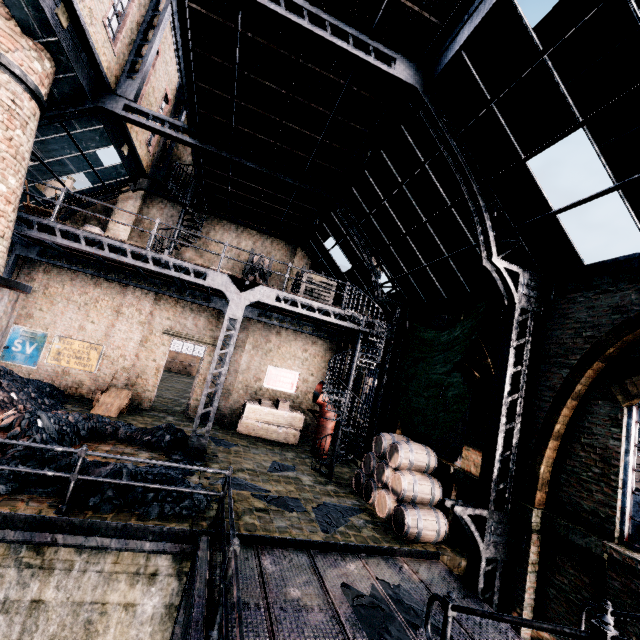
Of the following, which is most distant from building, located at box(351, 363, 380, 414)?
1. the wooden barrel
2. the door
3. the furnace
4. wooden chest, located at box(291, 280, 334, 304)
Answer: wooden chest, located at box(291, 280, 334, 304)

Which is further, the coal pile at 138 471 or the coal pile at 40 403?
the coal pile at 40 403

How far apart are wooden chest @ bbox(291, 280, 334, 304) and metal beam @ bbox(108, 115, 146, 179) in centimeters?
916cm

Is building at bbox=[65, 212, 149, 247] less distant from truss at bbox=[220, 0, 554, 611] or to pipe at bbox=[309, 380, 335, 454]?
truss at bbox=[220, 0, 554, 611]

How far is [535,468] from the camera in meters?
7.3 m

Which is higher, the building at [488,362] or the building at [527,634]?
the building at [488,362]

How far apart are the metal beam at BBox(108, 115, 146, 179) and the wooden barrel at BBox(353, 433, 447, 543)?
15.3m

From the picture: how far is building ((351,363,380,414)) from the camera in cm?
1650
